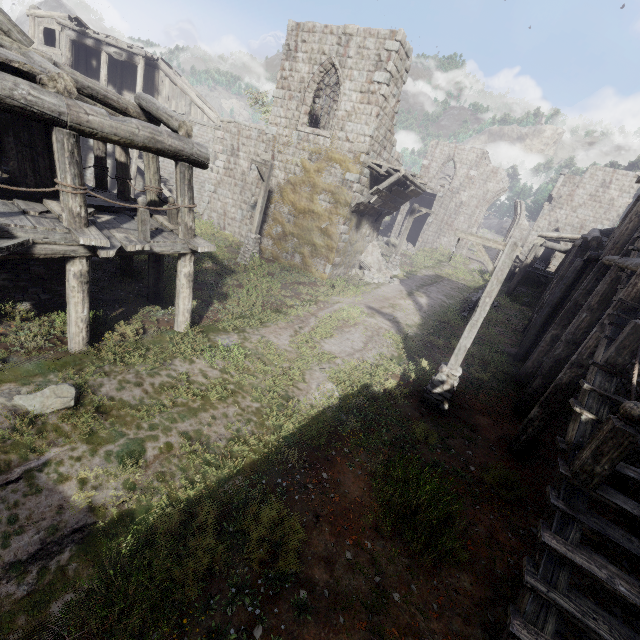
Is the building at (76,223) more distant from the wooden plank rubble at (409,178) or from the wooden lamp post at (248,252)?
the wooden lamp post at (248,252)

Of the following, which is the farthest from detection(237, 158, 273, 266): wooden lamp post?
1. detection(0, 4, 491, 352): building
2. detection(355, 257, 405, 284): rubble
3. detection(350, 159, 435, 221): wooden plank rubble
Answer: detection(355, 257, 405, 284): rubble

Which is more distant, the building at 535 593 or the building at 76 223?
the building at 76 223

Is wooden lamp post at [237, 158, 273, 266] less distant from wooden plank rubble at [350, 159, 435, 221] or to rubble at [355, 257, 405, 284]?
wooden plank rubble at [350, 159, 435, 221]

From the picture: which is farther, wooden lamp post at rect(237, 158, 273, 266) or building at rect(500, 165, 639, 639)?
wooden lamp post at rect(237, 158, 273, 266)

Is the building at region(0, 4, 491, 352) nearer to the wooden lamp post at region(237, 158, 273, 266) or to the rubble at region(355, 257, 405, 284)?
the rubble at region(355, 257, 405, 284)

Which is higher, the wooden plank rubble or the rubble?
the wooden plank rubble

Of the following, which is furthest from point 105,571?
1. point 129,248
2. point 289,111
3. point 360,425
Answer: point 289,111
